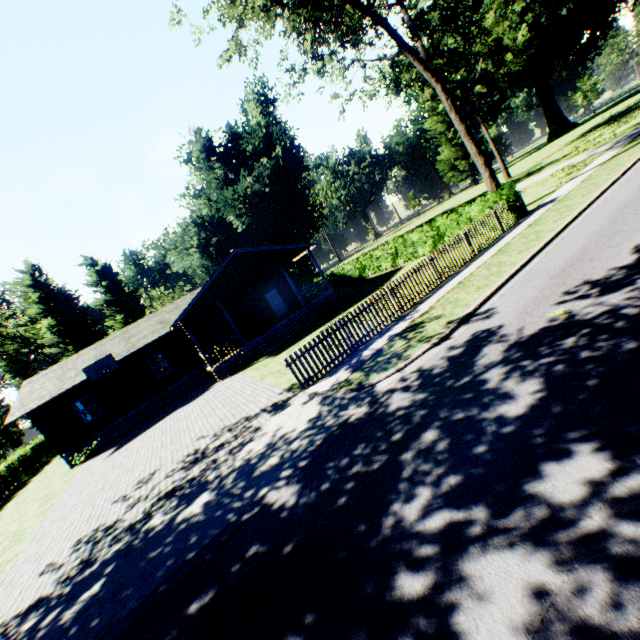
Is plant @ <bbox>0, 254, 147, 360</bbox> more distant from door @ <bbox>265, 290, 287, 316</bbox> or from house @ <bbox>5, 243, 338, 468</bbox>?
door @ <bbox>265, 290, 287, 316</bbox>

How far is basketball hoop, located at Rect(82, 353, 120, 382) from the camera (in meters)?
19.84

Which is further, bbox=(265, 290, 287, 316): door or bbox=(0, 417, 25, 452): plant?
bbox=(0, 417, 25, 452): plant

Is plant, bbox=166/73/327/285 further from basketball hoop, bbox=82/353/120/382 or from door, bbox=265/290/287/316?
door, bbox=265/290/287/316

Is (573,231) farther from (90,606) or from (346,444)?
(90,606)

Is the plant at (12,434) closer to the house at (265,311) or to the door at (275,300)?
the house at (265,311)

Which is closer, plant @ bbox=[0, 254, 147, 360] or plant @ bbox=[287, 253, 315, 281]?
plant @ bbox=[0, 254, 147, 360]
